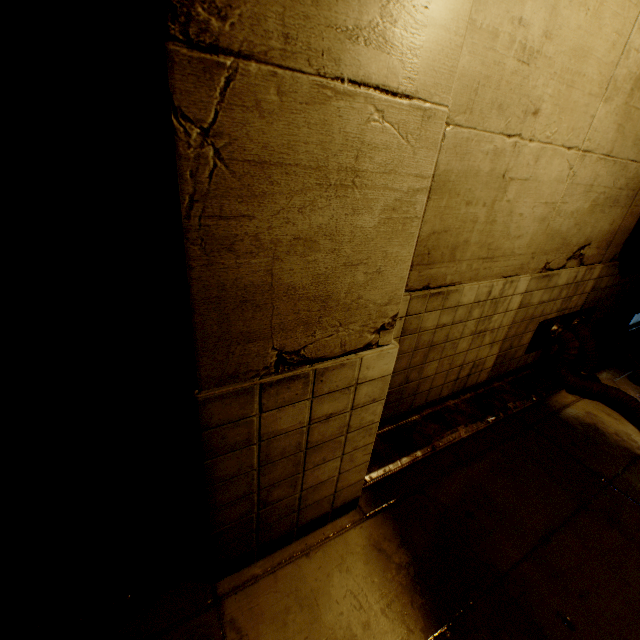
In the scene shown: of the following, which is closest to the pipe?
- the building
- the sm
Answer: the building

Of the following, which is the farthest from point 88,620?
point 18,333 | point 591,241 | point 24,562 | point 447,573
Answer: point 591,241

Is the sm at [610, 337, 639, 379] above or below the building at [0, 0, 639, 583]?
below

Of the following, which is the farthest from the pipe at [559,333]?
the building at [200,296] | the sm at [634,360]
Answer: the sm at [634,360]

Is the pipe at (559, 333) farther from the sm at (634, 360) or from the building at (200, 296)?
the sm at (634, 360)

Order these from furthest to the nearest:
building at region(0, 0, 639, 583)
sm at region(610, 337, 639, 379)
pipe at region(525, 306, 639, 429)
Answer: sm at region(610, 337, 639, 379) → pipe at region(525, 306, 639, 429) → building at region(0, 0, 639, 583)

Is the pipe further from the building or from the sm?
the sm

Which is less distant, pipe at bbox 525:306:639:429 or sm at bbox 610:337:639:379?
pipe at bbox 525:306:639:429
